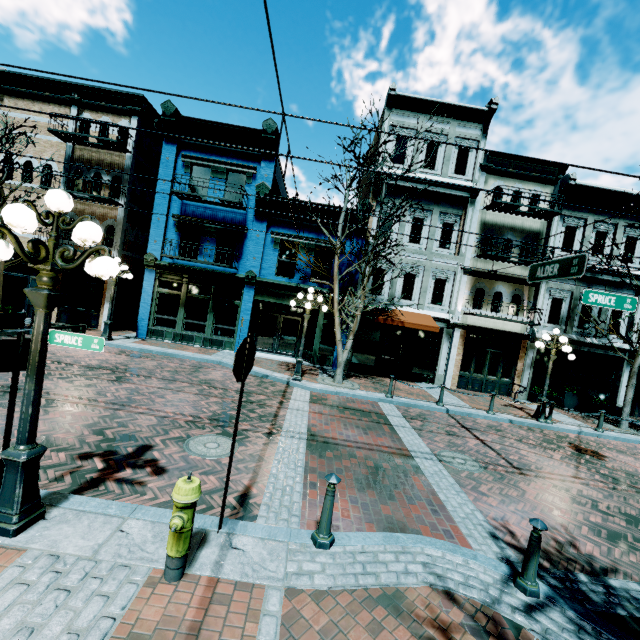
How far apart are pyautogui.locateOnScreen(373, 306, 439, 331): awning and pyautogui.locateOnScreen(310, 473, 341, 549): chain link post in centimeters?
1121cm

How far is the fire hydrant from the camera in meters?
3.1

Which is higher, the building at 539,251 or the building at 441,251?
the building at 539,251

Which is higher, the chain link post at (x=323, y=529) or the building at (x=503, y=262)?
the building at (x=503, y=262)

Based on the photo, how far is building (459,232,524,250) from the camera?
15.4m

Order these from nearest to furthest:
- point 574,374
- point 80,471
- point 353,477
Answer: point 80,471, point 353,477, point 574,374

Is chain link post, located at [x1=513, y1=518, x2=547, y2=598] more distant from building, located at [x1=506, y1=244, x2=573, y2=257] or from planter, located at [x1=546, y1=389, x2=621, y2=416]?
planter, located at [x1=546, y1=389, x2=621, y2=416]
